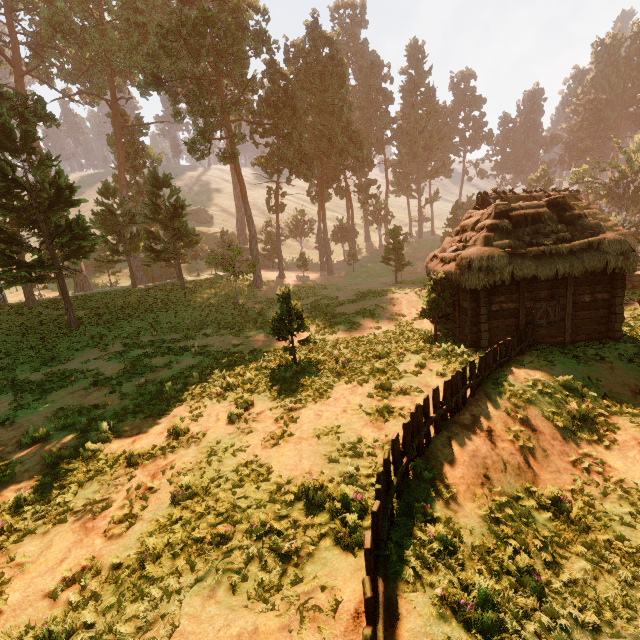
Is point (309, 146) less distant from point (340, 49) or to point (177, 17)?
point (340, 49)

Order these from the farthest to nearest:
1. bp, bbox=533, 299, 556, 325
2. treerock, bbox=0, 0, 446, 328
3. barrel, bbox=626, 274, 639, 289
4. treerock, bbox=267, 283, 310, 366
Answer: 1. barrel, bbox=626, 274, 639, 289
2. treerock, bbox=0, 0, 446, 328
3. bp, bbox=533, 299, 556, 325
4. treerock, bbox=267, 283, 310, 366

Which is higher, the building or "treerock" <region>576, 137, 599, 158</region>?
"treerock" <region>576, 137, 599, 158</region>

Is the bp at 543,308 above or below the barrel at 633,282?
above

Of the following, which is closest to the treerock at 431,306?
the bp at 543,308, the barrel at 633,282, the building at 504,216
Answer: the building at 504,216

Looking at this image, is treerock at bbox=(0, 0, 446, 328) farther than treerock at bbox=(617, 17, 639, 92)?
No

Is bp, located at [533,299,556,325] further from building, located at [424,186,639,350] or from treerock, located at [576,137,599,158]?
treerock, located at [576,137,599,158]
